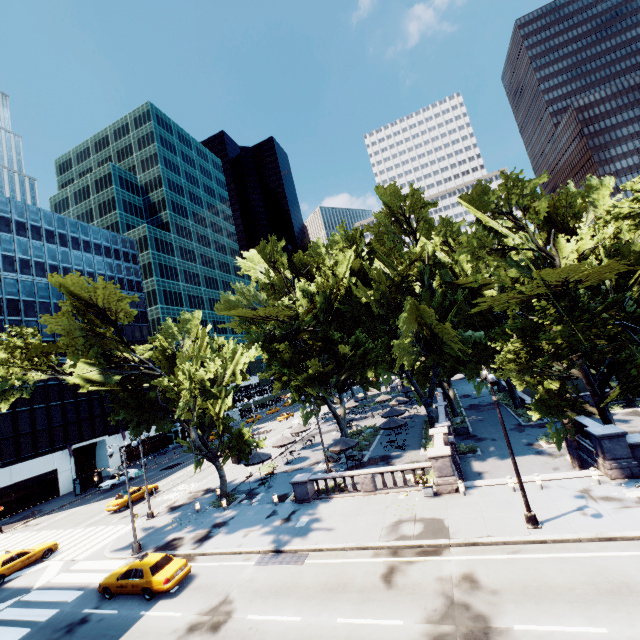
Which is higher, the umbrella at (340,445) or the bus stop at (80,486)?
the umbrella at (340,445)

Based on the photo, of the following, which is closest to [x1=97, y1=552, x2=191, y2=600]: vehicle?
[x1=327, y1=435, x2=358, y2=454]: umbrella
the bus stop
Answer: [x1=327, y1=435, x2=358, y2=454]: umbrella

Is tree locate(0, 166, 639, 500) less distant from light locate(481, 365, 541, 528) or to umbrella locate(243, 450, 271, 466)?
light locate(481, 365, 541, 528)

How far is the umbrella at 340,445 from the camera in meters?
27.3

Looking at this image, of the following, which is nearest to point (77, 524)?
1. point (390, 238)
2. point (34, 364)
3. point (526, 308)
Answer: point (34, 364)

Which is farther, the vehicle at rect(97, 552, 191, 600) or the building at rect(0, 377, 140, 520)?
the building at rect(0, 377, 140, 520)

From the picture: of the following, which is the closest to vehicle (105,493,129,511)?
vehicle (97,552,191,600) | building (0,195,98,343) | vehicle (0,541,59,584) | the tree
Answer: vehicle (0,541,59,584)

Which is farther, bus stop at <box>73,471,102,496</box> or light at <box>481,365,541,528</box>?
bus stop at <box>73,471,102,496</box>
